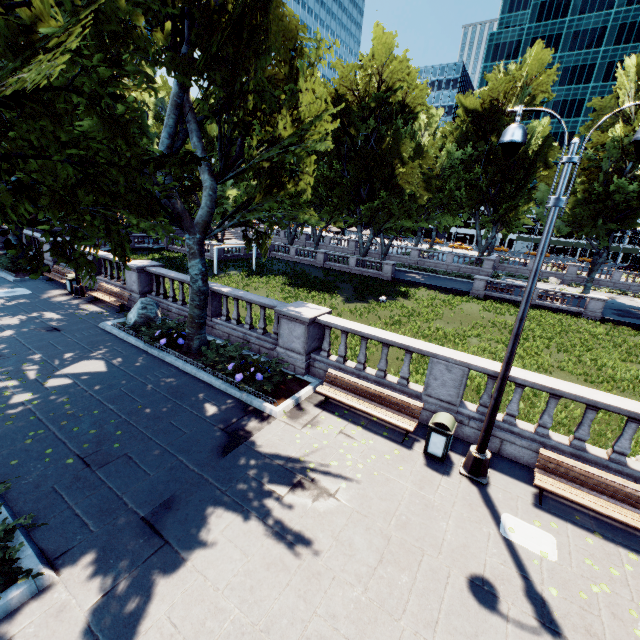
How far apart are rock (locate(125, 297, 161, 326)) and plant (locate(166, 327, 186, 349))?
1.51m

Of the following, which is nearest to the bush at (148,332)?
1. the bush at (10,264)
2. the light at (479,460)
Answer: the light at (479,460)

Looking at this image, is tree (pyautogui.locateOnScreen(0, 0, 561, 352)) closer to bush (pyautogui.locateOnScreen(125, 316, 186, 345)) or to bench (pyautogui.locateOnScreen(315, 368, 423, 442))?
bush (pyautogui.locateOnScreen(125, 316, 186, 345))

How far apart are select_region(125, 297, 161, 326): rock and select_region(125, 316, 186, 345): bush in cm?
3

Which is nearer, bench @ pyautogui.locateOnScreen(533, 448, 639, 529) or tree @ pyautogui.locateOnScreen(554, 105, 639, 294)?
bench @ pyautogui.locateOnScreen(533, 448, 639, 529)

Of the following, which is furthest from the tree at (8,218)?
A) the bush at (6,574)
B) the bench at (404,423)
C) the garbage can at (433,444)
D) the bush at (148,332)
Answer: the garbage can at (433,444)

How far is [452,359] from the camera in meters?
8.4

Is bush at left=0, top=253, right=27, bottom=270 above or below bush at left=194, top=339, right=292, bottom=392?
above
